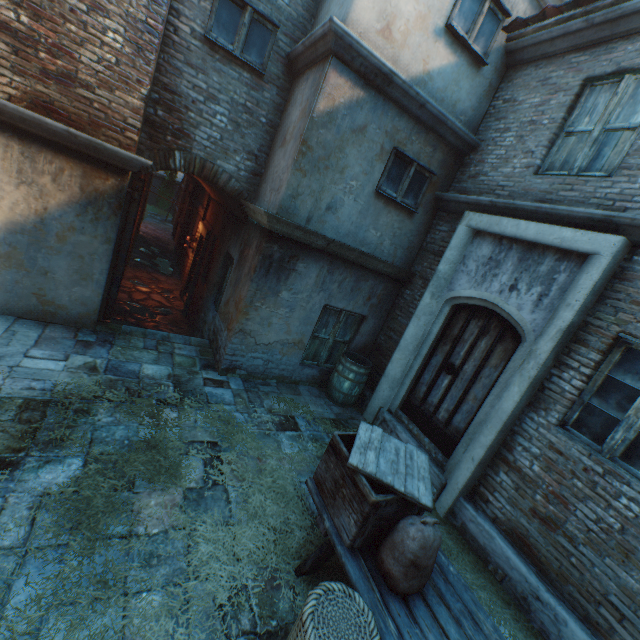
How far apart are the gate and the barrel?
4.2m

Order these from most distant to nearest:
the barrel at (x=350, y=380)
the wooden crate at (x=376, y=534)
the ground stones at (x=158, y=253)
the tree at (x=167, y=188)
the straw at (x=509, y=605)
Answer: the tree at (x=167, y=188) → the ground stones at (x=158, y=253) → the barrel at (x=350, y=380) → the straw at (x=509, y=605) → the wooden crate at (x=376, y=534)

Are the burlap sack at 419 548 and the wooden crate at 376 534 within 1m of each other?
yes

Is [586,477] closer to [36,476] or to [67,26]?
[36,476]

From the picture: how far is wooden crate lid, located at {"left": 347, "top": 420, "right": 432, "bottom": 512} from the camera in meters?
2.6

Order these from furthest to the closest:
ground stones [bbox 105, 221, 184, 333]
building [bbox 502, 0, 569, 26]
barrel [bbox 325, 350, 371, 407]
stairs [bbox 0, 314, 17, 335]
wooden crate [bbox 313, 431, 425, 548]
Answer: ground stones [bbox 105, 221, 184, 333] → barrel [bbox 325, 350, 371, 407] → building [bbox 502, 0, 569, 26] → stairs [bbox 0, 314, 17, 335] → wooden crate [bbox 313, 431, 425, 548]

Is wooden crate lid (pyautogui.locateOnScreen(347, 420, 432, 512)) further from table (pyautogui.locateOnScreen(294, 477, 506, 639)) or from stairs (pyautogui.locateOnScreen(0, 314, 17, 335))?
stairs (pyautogui.locateOnScreen(0, 314, 17, 335))

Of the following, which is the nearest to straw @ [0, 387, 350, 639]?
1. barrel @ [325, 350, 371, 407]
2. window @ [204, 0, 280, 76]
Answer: barrel @ [325, 350, 371, 407]
